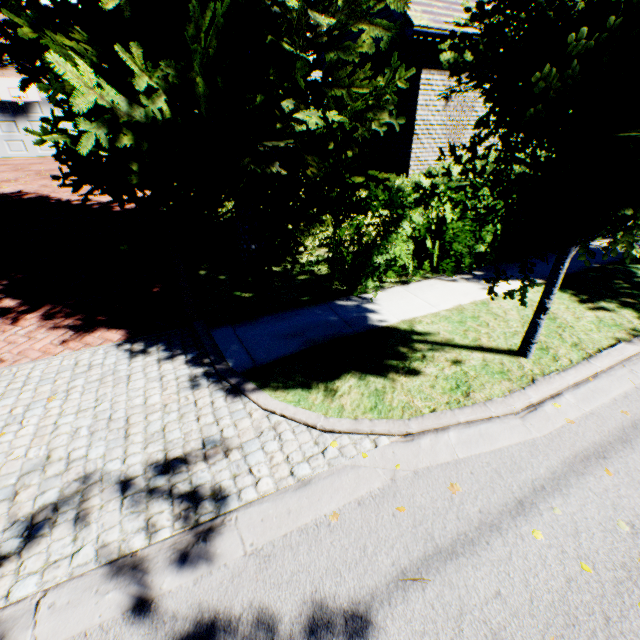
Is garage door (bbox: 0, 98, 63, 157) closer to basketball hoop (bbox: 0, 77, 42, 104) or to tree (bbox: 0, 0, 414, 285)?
basketball hoop (bbox: 0, 77, 42, 104)

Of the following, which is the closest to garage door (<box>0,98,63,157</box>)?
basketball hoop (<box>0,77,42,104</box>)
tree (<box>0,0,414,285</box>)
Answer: basketball hoop (<box>0,77,42,104</box>)

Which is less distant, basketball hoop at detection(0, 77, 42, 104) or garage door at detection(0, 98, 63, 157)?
basketball hoop at detection(0, 77, 42, 104)

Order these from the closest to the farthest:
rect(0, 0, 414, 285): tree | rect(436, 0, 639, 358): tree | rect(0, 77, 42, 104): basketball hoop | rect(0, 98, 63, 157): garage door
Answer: rect(436, 0, 639, 358): tree, rect(0, 0, 414, 285): tree, rect(0, 77, 42, 104): basketball hoop, rect(0, 98, 63, 157): garage door

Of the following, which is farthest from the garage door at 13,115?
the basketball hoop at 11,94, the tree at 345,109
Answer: the tree at 345,109

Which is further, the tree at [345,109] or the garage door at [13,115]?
the garage door at [13,115]

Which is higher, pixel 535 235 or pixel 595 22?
pixel 595 22
